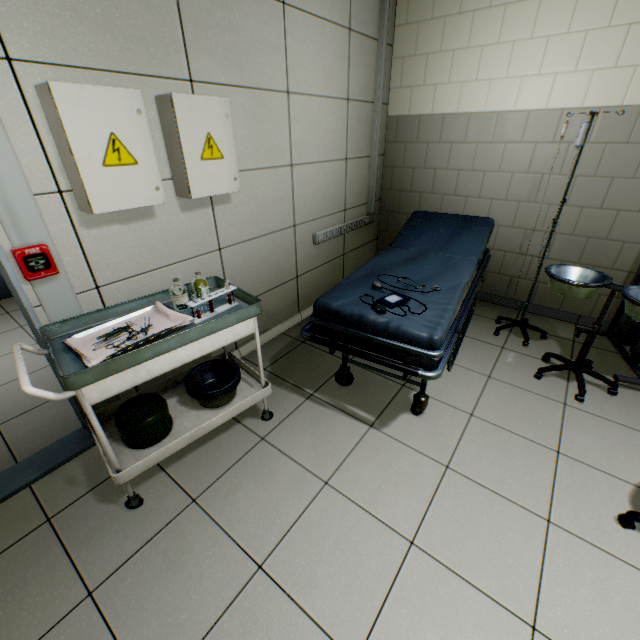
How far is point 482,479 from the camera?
1.8m

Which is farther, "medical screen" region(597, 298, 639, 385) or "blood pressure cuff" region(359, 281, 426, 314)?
"medical screen" region(597, 298, 639, 385)

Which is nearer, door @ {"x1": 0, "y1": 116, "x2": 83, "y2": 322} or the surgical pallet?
door @ {"x1": 0, "y1": 116, "x2": 83, "y2": 322}

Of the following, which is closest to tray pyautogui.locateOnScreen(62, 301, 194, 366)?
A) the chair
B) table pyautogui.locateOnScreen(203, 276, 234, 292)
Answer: table pyautogui.locateOnScreen(203, 276, 234, 292)

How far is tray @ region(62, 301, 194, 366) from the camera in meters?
1.4 m

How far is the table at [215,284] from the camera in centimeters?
196cm

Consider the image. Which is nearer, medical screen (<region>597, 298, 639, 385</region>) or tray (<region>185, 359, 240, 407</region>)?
tray (<region>185, 359, 240, 407</region>)

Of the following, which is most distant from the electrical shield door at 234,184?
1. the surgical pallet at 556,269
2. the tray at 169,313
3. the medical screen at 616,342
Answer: the medical screen at 616,342
